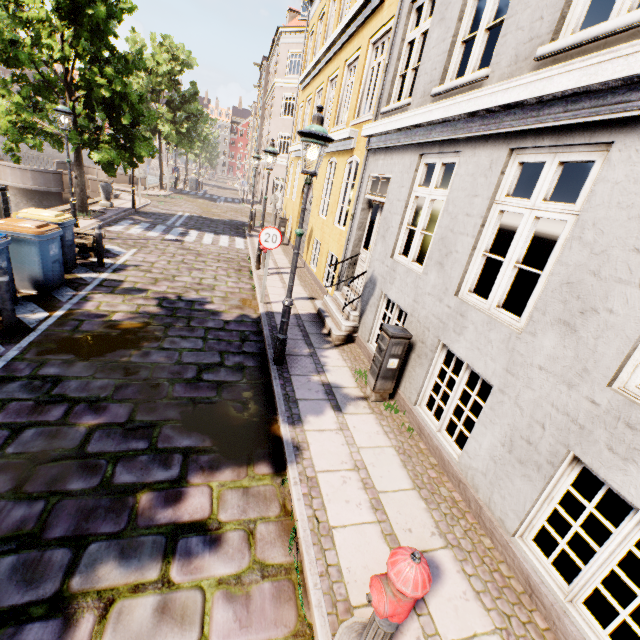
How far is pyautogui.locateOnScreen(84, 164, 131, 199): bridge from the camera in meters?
18.0 m

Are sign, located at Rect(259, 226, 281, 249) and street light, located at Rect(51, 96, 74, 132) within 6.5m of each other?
no

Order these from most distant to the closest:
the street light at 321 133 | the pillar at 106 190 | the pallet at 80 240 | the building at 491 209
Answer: the pillar at 106 190, the pallet at 80 240, the street light at 321 133, the building at 491 209

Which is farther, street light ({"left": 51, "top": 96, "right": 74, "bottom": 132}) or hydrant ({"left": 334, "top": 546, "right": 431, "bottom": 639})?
street light ({"left": 51, "top": 96, "right": 74, "bottom": 132})

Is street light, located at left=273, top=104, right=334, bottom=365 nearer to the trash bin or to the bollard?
the bollard

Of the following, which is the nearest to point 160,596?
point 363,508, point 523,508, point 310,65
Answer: point 363,508

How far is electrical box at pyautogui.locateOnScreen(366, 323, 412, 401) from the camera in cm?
484

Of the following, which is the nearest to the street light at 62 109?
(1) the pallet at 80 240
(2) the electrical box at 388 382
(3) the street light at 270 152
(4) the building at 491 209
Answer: (1) the pallet at 80 240
